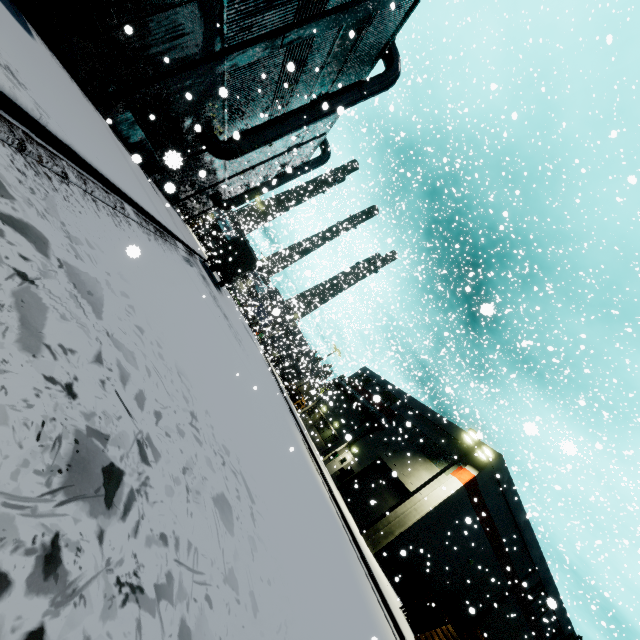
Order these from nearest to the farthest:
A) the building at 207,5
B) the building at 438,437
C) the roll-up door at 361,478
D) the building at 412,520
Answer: the building at 207,5
the building at 412,520
the roll-up door at 361,478
the building at 438,437

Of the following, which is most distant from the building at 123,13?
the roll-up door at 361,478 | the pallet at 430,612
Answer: the pallet at 430,612

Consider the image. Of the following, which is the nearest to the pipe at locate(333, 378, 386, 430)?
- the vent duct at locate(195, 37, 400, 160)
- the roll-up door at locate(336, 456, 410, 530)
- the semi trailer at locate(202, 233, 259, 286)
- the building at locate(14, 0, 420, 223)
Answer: the building at locate(14, 0, 420, 223)

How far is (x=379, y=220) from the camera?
32.8m

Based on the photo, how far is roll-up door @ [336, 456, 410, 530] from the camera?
23.2 meters

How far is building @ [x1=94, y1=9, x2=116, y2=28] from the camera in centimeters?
812cm

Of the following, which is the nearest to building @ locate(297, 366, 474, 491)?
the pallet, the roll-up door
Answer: the roll-up door

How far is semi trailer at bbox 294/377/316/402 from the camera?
32.06m
